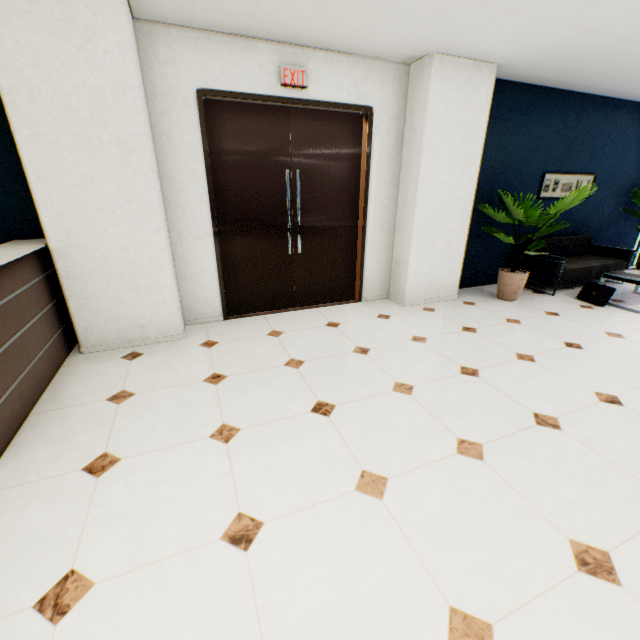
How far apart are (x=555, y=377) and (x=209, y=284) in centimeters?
381cm

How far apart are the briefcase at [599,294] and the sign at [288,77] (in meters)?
4.93

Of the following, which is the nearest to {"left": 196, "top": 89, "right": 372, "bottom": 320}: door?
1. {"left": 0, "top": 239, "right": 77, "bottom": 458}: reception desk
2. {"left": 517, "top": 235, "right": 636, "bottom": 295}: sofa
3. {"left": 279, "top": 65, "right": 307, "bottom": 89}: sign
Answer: {"left": 279, "top": 65, "right": 307, "bottom": 89}: sign

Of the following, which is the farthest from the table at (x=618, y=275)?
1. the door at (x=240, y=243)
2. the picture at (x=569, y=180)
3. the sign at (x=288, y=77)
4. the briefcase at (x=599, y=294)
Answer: the sign at (x=288, y=77)

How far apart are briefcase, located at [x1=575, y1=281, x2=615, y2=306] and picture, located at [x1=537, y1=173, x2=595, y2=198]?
1.7 meters

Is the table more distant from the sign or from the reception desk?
the reception desk

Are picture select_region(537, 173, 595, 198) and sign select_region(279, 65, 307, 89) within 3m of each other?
no

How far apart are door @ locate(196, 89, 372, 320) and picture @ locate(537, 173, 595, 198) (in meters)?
3.28
